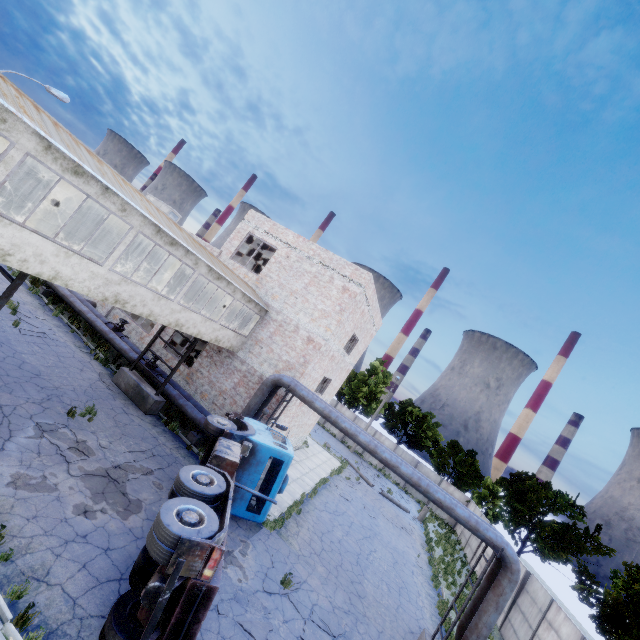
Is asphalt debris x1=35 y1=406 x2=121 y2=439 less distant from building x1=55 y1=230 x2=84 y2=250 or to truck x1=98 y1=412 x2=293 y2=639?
truck x1=98 y1=412 x2=293 y2=639

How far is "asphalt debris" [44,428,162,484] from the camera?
9.95m

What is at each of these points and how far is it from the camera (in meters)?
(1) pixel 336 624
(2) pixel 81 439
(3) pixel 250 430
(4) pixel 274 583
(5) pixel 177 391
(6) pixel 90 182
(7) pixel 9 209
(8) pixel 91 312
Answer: (1) asphalt debris, 10.62
(2) asphalt debris, 10.91
(3) truck, 12.59
(4) asphalt debris, 10.56
(5) pipe, 16.84
(6) building, 8.23
(7) building, 9.95
(8) pipe, 19.67

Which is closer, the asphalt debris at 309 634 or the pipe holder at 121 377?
the asphalt debris at 309 634

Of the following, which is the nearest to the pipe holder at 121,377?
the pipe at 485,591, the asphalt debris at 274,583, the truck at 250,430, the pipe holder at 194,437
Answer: the pipe at 485,591

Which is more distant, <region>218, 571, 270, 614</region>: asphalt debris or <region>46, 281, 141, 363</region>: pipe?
<region>46, 281, 141, 363</region>: pipe

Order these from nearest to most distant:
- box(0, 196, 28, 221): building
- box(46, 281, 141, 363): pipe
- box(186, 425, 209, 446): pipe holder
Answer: box(0, 196, 28, 221): building
box(186, 425, 209, 446): pipe holder
box(46, 281, 141, 363): pipe

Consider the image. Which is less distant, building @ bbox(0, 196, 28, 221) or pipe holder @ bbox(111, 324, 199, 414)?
building @ bbox(0, 196, 28, 221)
